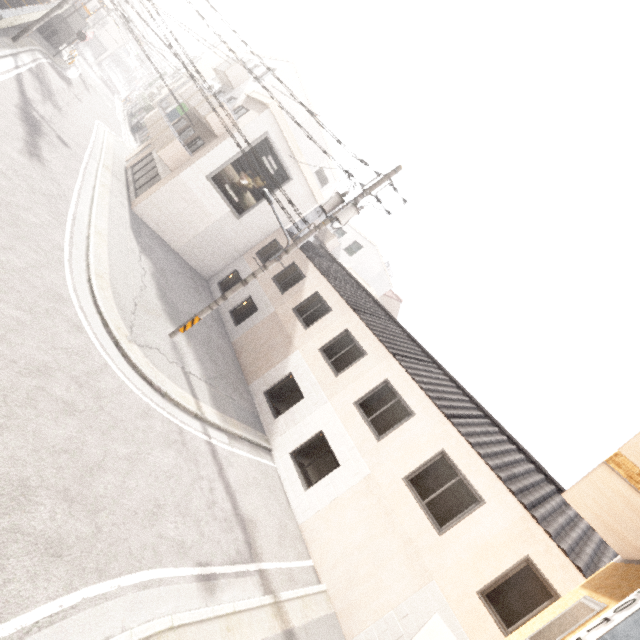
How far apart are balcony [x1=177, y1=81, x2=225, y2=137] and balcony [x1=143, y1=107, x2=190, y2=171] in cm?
158

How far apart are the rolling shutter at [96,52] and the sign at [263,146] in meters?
49.8

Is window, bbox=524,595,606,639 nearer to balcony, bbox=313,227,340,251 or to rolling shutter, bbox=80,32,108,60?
balcony, bbox=313,227,340,251

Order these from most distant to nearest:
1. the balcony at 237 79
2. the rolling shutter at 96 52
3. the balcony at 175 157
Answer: the rolling shutter at 96 52
the balcony at 237 79
the balcony at 175 157

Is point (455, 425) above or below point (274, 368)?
above

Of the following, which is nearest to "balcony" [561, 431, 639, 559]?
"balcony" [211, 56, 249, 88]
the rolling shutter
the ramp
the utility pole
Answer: the utility pole

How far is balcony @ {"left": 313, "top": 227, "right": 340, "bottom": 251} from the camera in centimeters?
2925cm

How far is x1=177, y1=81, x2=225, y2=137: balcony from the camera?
16.2 meters
